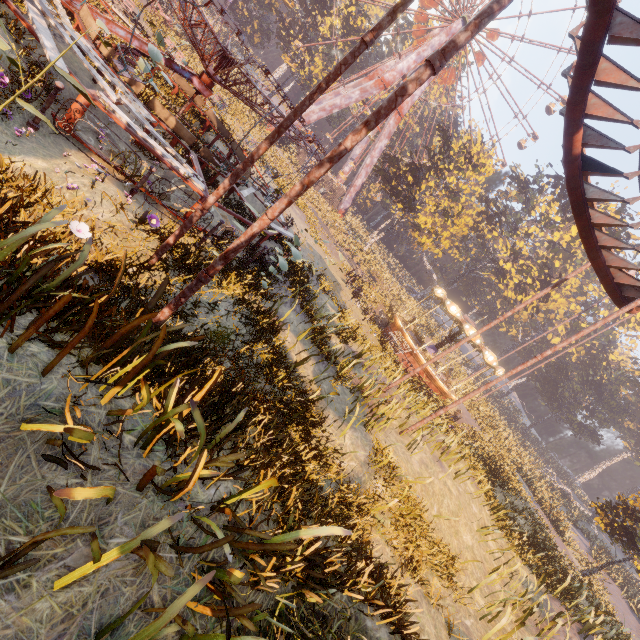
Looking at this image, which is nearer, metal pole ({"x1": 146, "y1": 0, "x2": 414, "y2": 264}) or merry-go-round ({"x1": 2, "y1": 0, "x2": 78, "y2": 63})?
metal pole ({"x1": 146, "y1": 0, "x2": 414, "y2": 264})

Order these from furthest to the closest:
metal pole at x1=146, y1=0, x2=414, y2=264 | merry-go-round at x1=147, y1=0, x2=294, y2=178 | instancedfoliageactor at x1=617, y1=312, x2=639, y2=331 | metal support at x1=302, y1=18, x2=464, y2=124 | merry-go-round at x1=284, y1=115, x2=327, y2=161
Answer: instancedfoliageactor at x1=617, y1=312, x2=639, y2=331 → metal support at x1=302, y1=18, x2=464, y2=124 → merry-go-round at x1=284, y1=115, x2=327, y2=161 → merry-go-round at x1=147, y1=0, x2=294, y2=178 → metal pole at x1=146, y1=0, x2=414, y2=264

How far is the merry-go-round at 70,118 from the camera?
6.5 meters

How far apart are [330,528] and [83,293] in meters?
3.6

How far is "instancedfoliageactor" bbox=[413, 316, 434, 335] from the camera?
28.5m

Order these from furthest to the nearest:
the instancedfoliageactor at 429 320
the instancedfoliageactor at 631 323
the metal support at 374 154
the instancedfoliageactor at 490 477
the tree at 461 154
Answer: the instancedfoliageactor at 631 323 < the metal support at 374 154 < the tree at 461 154 < the instancedfoliageactor at 429 320 < the instancedfoliageactor at 490 477

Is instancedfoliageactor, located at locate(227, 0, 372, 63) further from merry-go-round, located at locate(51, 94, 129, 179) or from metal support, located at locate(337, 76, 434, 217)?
merry-go-round, located at locate(51, 94, 129, 179)

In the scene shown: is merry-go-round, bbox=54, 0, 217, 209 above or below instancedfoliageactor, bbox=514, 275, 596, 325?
below
